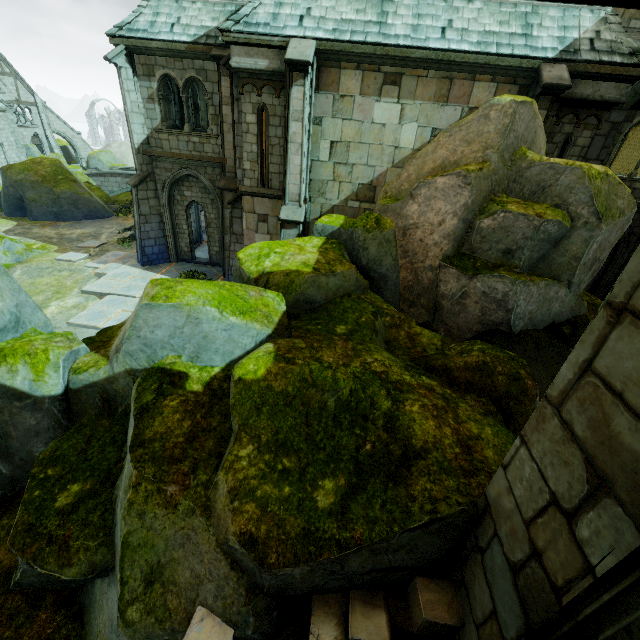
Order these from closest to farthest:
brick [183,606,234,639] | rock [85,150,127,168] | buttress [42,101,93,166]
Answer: brick [183,606,234,639]
buttress [42,101,93,166]
rock [85,150,127,168]

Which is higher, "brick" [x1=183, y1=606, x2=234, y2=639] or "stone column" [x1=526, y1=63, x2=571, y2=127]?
"stone column" [x1=526, y1=63, x2=571, y2=127]

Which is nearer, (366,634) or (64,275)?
(366,634)

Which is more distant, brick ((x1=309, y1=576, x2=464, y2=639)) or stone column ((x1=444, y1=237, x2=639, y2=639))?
brick ((x1=309, y1=576, x2=464, y2=639))

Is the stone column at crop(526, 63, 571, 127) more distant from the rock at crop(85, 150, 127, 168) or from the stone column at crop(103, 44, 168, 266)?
the rock at crop(85, 150, 127, 168)

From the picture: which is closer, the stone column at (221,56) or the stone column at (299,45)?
the stone column at (299,45)

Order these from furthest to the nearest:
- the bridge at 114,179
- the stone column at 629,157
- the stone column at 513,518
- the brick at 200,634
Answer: the bridge at 114,179 → the stone column at 629,157 → the brick at 200,634 → the stone column at 513,518

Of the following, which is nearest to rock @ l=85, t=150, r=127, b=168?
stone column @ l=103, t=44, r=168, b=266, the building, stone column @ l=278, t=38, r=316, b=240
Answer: the building
